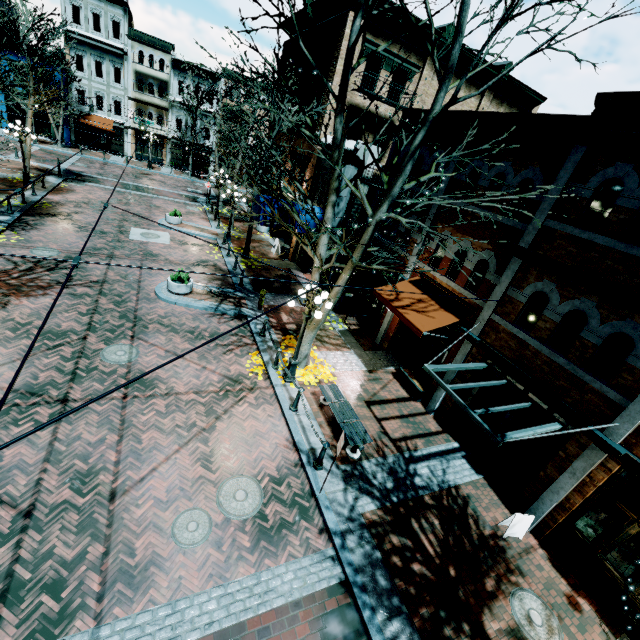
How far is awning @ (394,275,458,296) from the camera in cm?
1169

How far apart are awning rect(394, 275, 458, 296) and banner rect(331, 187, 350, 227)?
4.9 meters

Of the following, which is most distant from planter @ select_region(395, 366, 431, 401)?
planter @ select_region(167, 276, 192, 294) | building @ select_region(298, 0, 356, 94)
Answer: planter @ select_region(167, 276, 192, 294)

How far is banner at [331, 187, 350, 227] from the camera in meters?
15.1

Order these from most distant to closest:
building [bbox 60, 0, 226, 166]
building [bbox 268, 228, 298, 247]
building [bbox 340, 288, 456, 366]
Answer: building [bbox 60, 0, 226, 166] → building [bbox 268, 228, 298, 247] → building [bbox 340, 288, 456, 366]

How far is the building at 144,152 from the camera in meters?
37.5

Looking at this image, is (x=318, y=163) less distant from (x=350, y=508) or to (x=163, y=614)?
(x=350, y=508)

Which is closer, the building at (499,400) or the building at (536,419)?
the building at (536,419)
